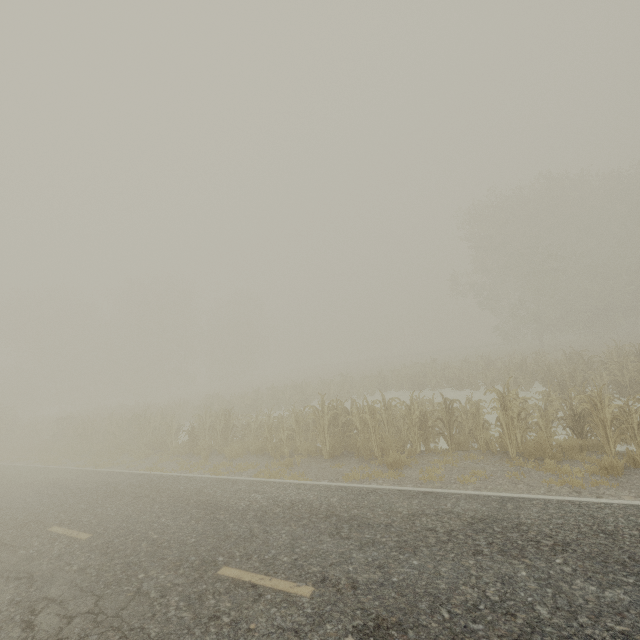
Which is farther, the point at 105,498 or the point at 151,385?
the point at 151,385
